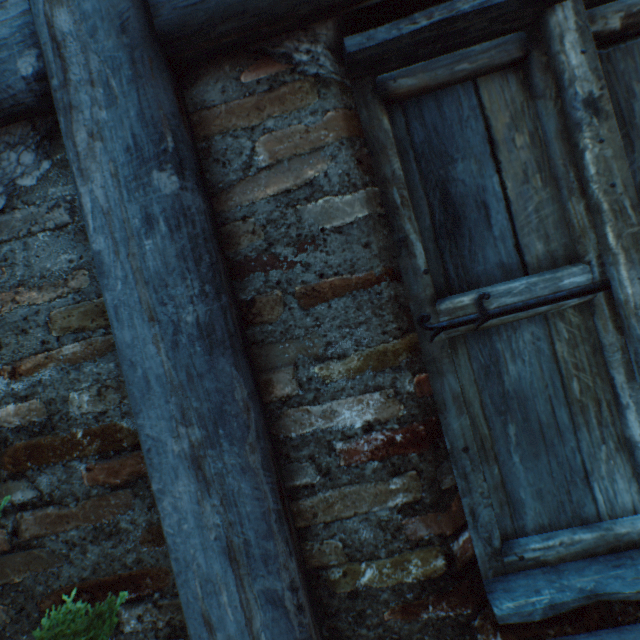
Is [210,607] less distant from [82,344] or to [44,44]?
[82,344]
